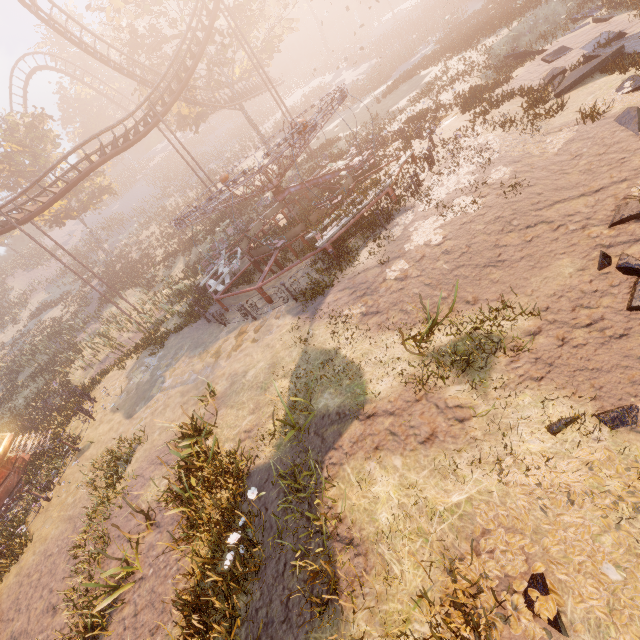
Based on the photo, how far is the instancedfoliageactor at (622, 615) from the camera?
2.83m

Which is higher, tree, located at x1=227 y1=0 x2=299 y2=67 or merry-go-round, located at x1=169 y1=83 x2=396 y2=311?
tree, located at x1=227 y1=0 x2=299 y2=67

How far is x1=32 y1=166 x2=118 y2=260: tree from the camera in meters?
32.7 m

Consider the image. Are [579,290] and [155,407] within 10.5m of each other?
no

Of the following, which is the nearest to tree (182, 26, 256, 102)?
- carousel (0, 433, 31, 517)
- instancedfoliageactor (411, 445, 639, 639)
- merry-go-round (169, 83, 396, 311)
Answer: merry-go-round (169, 83, 396, 311)

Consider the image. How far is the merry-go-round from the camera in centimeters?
1146cm

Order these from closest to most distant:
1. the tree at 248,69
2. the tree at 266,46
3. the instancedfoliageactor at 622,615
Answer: the instancedfoliageactor at 622,615
the tree at 266,46
the tree at 248,69
